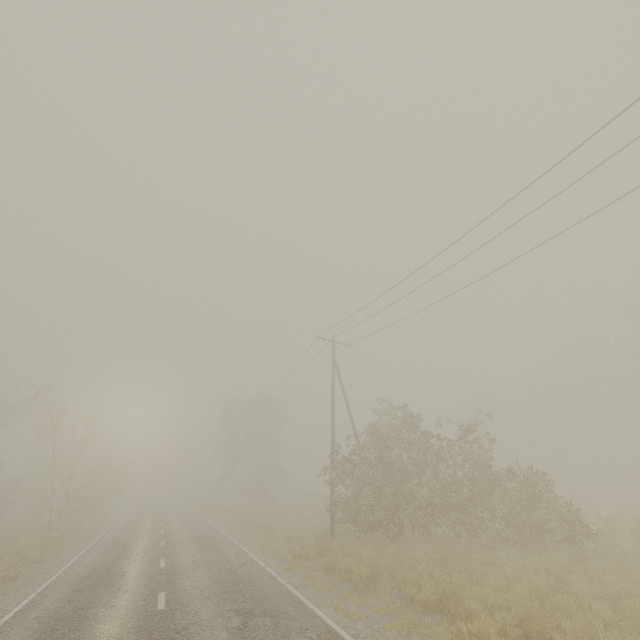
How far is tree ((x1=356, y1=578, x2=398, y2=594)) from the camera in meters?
9.6

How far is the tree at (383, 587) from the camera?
9.6 meters

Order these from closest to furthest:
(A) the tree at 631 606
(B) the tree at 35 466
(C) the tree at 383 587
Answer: Answer: (A) the tree at 631 606 → (C) the tree at 383 587 → (B) the tree at 35 466

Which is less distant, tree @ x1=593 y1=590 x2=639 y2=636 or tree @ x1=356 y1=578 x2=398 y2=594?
tree @ x1=593 y1=590 x2=639 y2=636

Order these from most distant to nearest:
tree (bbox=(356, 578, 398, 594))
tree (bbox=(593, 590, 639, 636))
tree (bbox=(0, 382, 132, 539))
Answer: tree (bbox=(0, 382, 132, 539)) → tree (bbox=(356, 578, 398, 594)) → tree (bbox=(593, 590, 639, 636))

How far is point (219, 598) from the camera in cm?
880
